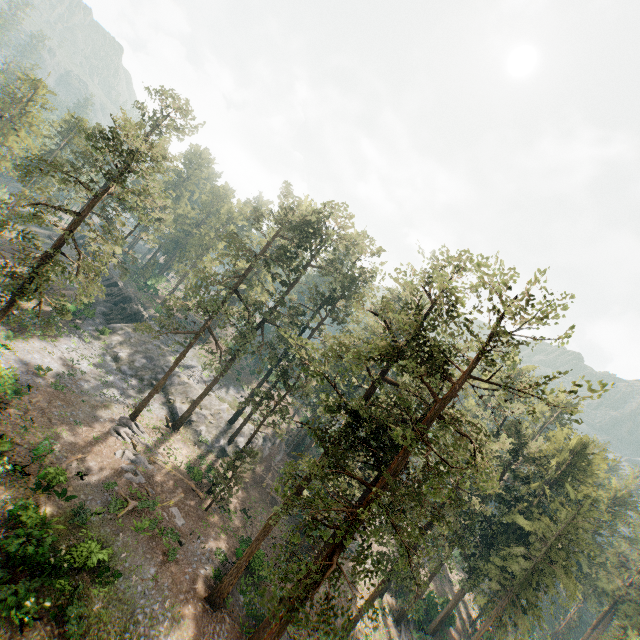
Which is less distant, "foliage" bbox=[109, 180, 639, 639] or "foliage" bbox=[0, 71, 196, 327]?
"foliage" bbox=[109, 180, 639, 639]

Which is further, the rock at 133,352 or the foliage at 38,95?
the rock at 133,352

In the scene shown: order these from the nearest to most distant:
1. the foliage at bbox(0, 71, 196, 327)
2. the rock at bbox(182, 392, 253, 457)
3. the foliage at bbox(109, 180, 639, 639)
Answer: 1. the foliage at bbox(109, 180, 639, 639)
2. the foliage at bbox(0, 71, 196, 327)
3. the rock at bbox(182, 392, 253, 457)

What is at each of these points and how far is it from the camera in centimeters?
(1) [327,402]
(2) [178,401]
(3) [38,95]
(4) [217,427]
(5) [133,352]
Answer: (1) foliage, 2608cm
(2) rock, 4138cm
(3) foliage, 4834cm
(4) rock, 4256cm
(5) rock, 4397cm

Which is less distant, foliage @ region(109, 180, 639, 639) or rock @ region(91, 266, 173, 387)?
foliage @ region(109, 180, 639, 639)

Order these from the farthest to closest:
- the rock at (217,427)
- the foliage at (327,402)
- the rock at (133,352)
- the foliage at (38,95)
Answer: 1. the rock at (133,352)
2. the rock at (217,427)
3. the foliage at (38,95)
4. the foliage at (327,402)
